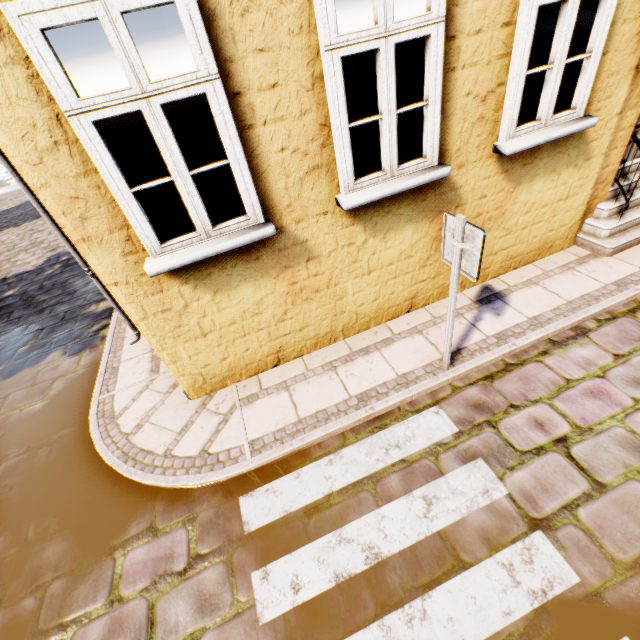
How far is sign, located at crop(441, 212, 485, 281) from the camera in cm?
265

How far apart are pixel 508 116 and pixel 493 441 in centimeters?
349cm

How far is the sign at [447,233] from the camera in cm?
265
